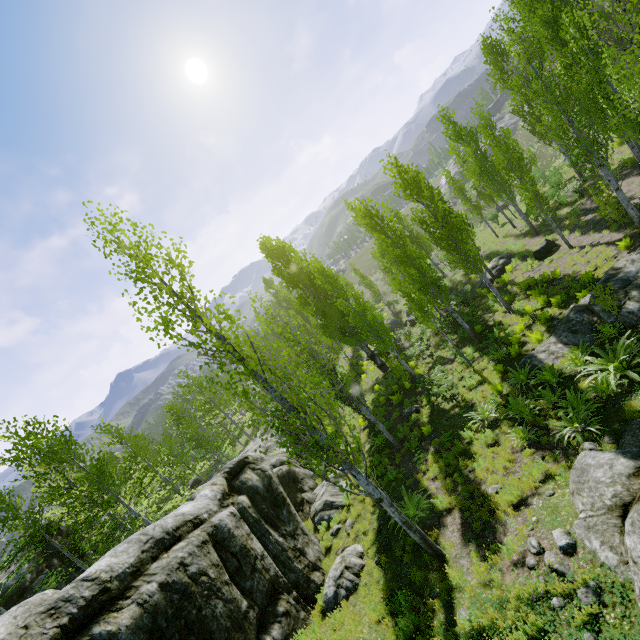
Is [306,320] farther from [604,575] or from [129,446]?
[604,575]

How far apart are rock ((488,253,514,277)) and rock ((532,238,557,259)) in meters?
2.8

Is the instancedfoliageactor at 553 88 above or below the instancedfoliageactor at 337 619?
above

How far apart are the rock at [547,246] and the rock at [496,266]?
2.8 meters

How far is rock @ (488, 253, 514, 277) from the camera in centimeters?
2342cm

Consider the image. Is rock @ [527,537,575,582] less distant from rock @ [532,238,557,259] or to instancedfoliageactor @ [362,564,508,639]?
instancedfoliageactor @ [362,564,508,639]

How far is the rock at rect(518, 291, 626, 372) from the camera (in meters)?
10.97

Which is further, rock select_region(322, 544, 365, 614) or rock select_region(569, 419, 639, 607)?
rock select_region(322, 544, 365, 614)
